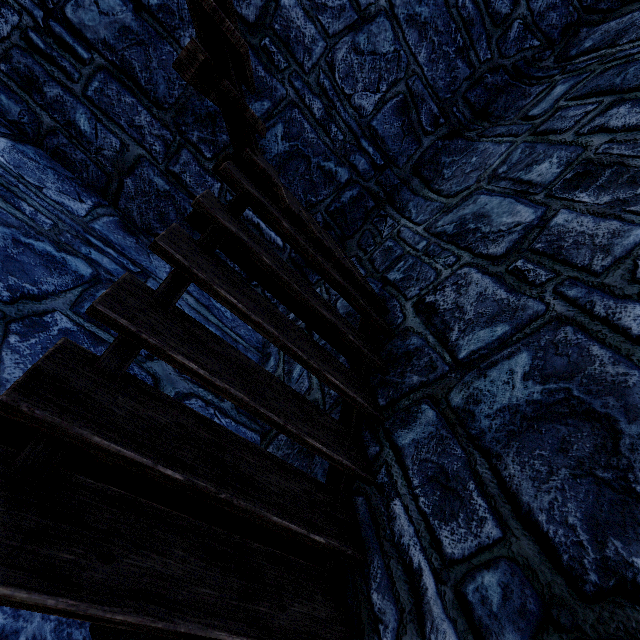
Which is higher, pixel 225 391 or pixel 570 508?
pixel 570 508
